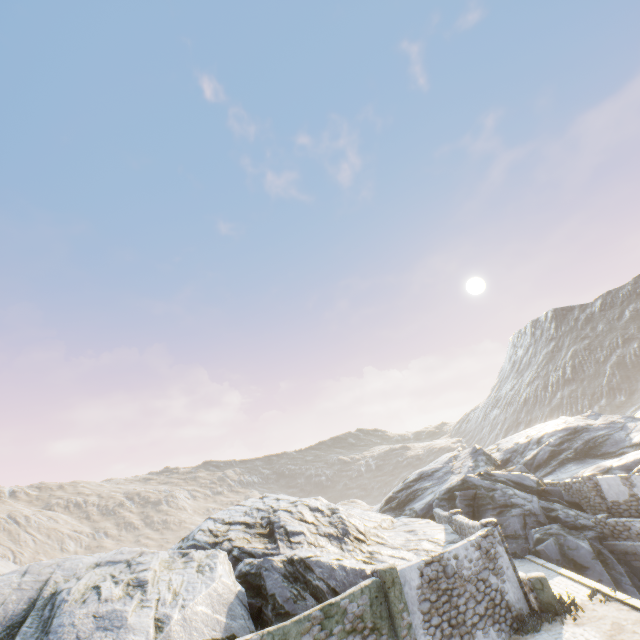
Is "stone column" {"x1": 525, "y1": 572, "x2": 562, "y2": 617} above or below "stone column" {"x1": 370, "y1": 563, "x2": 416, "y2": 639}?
below

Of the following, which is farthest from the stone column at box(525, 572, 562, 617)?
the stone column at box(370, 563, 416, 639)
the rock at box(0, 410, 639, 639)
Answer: the stone column at box(370, 563, 416, 639)

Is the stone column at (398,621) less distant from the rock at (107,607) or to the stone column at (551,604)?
the rock at (107,607)

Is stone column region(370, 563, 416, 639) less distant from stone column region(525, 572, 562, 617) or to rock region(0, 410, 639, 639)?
rock region(0, 410, 639, 639)

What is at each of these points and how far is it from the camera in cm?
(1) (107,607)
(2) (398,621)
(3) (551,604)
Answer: (1) rock, 934
(2) stone column, 976
(3) stone column, 1195

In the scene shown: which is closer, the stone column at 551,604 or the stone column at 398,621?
the stone column at 398,621

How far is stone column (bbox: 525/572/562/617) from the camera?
11.9 meters
